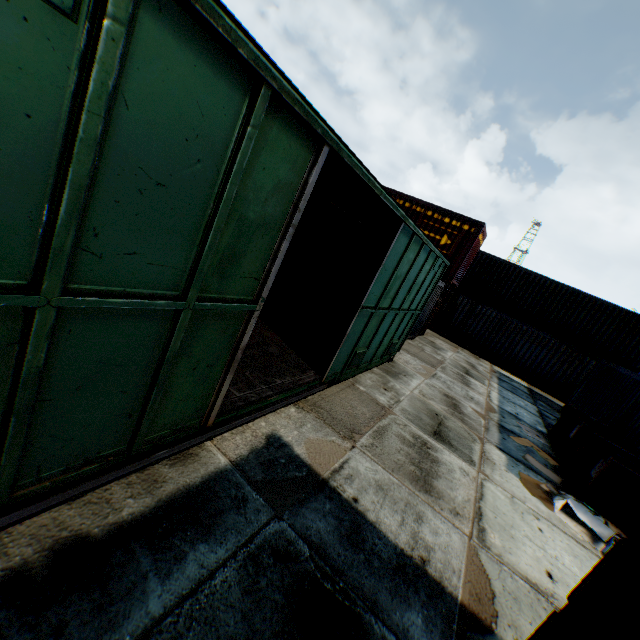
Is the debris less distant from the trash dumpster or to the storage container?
the trash dumpster

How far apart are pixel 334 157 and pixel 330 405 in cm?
407

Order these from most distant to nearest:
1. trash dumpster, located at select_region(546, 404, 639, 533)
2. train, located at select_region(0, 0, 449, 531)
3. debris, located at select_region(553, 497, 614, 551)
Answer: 1. trash dumpster, located at select_region(546, 404, 639, 533)
2. debris, located at select_region(553, 497, 614, 551)
3. train, located at select_region(0, 0, 449, 531)

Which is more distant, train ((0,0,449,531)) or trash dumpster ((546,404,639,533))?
trash dumpster ((546,404,639,533))

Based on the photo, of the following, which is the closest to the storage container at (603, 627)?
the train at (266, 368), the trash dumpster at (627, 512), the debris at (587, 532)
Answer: the train at (266, 368)

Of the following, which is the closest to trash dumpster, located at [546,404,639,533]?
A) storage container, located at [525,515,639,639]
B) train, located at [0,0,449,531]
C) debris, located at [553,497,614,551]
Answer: debris, located at [553,497,614,551]

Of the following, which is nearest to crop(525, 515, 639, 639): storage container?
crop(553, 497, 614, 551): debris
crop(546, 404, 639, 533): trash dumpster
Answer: crop(553, 497, 614, 551): debris

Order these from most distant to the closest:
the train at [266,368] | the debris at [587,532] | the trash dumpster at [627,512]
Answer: the trash dumpster at [627,512], the debris at [587,532], the train at [266,368]
